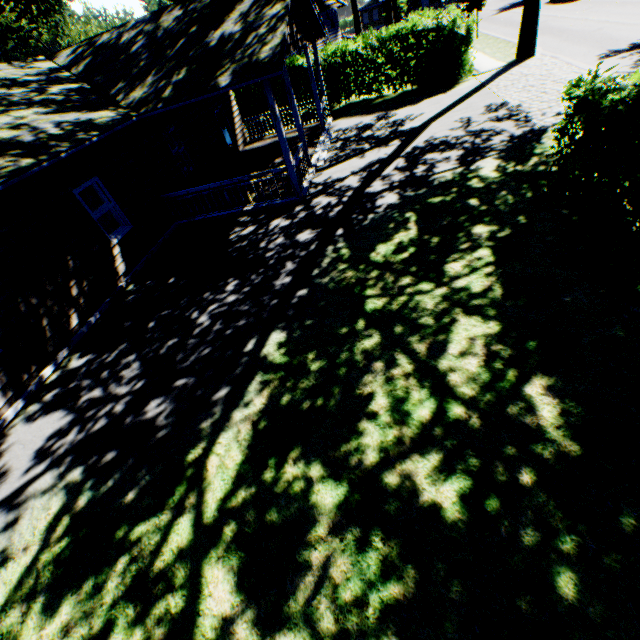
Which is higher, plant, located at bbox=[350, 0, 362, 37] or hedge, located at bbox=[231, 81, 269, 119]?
plant, located at bbox=[350, 0, 362, 37]

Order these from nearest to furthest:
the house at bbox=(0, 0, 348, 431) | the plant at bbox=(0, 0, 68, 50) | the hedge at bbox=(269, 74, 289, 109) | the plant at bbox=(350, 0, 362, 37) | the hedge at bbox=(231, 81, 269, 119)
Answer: the house at bbox=(0, 0, 348, 431)
the plant at bbox=(0, 0, 68, 50)
the hedge at bbox=(269, 74, 289, 109)
the hedge at bbox=(231, 81, 269, 119)
the plant at bbox=(350, 0, 362, 37)

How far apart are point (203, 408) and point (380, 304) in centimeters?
373cm

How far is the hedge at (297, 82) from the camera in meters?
18.6

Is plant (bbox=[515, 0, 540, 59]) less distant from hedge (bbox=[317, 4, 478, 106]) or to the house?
the house

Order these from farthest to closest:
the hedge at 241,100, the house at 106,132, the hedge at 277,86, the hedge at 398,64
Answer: the hedge at 241,100
the hedge at 277,86
the hedge at 398,64
the house at 106,132

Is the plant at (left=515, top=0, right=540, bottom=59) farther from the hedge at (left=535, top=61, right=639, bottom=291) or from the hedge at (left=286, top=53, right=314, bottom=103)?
the hedge at (left=286, top=53, right=314, bottom=103)

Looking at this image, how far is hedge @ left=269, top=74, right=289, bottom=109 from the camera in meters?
19.6 m
